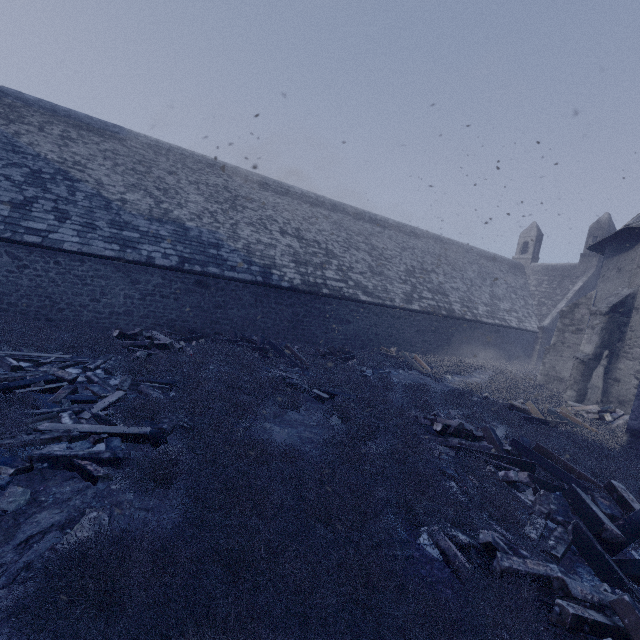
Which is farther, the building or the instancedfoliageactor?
the building

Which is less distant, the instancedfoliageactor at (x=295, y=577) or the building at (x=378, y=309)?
the instancedfoliageactor at (x=295, y=577)

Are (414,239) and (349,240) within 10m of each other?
yes

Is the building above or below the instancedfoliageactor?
above

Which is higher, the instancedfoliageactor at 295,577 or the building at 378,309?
the building at 378,309
